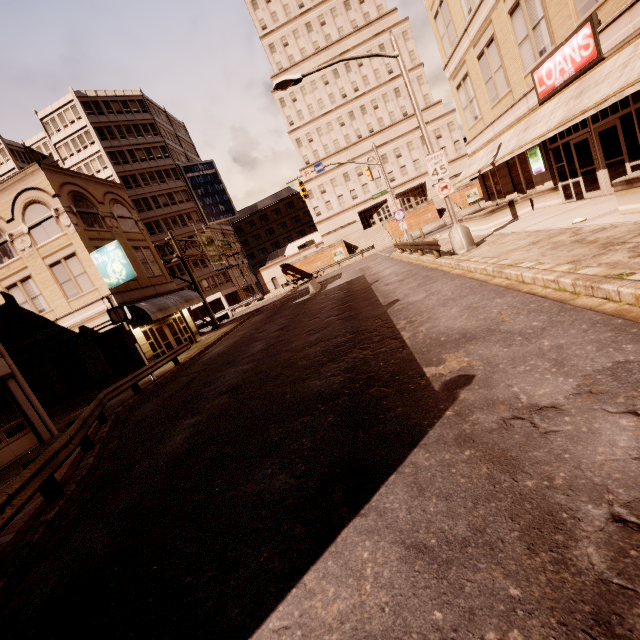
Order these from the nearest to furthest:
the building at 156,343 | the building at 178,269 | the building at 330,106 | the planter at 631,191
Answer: the planter at 631,191, the building at 156,343, the building at 178,269, the building at 330,106

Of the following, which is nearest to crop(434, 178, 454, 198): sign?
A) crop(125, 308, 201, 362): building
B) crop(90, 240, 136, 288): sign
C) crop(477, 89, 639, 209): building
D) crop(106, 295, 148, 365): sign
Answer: crop(477, 89, 639, 209): building

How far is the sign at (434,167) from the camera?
13.6m

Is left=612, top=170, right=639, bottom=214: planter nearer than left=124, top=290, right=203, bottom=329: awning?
Yes

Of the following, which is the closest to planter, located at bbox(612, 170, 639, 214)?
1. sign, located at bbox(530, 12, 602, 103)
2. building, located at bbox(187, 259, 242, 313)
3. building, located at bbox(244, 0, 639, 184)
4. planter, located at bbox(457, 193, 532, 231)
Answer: sign, located at bbox(530, 12, 602, 103)

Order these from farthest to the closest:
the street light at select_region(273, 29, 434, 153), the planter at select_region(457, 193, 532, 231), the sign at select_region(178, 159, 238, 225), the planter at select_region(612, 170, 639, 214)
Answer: the sign at select_region(178, 159, 238, 225)
the planter at select_region(457, 193, 532, 231)
the street light at select_region(273, 29, 434, 153)
the planter at select_region(612, 170, 639, 214)

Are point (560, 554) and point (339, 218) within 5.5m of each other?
no

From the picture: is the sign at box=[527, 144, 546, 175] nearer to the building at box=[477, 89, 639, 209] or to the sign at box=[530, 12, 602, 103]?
the building at box=[477, 89, 639, 209]
